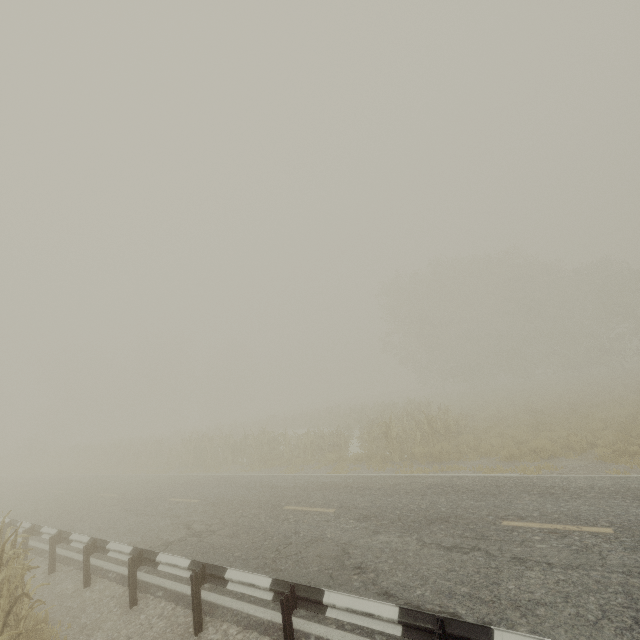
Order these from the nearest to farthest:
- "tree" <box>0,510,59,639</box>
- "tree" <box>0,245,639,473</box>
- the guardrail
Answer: Result: the guardrail, "tree" <box>0,510,59,639</box>, "tree" <box>0,245,639,473</box>

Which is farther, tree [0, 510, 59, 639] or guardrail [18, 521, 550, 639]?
tree [0, 510, 59, 639]

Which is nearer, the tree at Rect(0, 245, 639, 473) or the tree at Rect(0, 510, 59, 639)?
the tree at Rect(0, 510, 59, 639)

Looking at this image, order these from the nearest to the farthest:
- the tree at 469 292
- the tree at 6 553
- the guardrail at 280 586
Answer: the guardrail at 280 586
the tree at 6 553
the tree at 469 292

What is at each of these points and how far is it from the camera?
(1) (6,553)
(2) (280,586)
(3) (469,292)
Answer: (1) tree, 5.6m
(2) guardrail, 4.7m
(3) tree, 41.1m

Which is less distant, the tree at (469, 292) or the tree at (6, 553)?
the tree at (6, 553)
